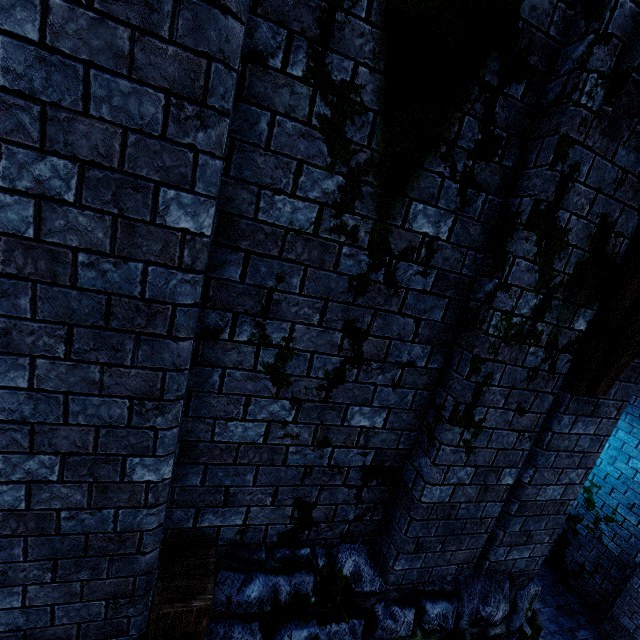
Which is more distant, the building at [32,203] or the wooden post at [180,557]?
the wooden post at [180,557]

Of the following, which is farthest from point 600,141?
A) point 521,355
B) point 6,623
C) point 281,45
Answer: point 6,623

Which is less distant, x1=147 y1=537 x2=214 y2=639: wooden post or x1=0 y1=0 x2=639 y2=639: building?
x1=0 y1=0 x2=639 y2=639: building
